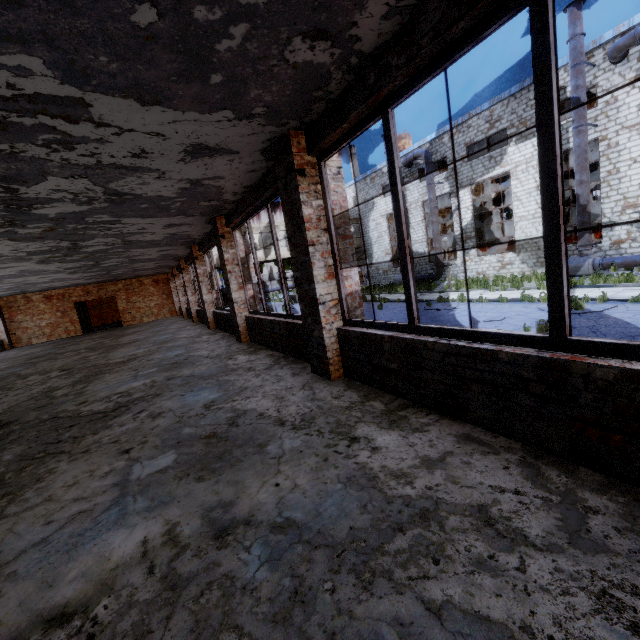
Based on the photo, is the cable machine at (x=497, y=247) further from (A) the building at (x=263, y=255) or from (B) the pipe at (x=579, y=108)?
(A) the building at (x=263, y=255)

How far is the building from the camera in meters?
29.2

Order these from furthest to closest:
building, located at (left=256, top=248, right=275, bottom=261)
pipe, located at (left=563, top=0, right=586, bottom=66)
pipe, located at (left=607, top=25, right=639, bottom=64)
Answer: building, located at (left=256, top=248, right=275, bottom=261)
pipe, located at (left=563, top=0, right=586, bottom=66)
pipe, located at (left=607, top=25, right=639, bottom=64)

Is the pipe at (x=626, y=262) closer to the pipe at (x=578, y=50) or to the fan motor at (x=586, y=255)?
the fan motor at (x=586, y=255)

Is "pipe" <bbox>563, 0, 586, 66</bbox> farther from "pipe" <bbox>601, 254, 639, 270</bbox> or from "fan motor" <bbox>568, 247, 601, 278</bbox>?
"pipe" <bbox>601, 254, 639, 270</bbox>

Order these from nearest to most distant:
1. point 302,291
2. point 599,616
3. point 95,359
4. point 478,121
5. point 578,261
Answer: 1. point 599,616
2. point 302,291
3. point 95,359
4. point 578,261
5. point 478,121

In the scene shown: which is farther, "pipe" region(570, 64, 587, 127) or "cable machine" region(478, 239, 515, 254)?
"cable machine" region(478, 239, 515, 254)

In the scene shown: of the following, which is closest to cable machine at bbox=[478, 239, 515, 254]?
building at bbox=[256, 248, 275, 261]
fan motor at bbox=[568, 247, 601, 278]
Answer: fan motor at bbox=[568, 247, 601, 278]
